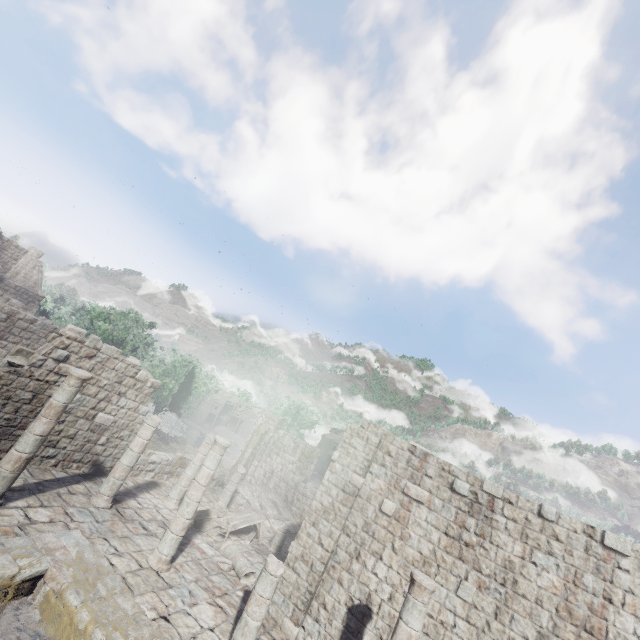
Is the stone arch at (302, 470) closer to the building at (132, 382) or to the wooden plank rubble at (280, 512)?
the building at (132, 382)

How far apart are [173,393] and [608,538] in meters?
29.8 m

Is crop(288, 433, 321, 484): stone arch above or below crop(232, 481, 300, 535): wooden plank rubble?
above

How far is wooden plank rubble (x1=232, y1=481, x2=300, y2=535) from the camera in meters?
18.4 m

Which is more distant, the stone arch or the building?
the stone arch

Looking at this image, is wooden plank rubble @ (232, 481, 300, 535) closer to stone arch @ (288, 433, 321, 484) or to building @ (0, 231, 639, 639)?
building @ (0, 231, 639, 639)

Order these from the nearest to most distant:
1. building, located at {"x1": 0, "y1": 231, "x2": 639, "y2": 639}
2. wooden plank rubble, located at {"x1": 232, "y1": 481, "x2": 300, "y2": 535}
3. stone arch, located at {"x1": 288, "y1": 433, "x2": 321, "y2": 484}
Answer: building, located at {"x1": 0, "y1": 231, "x2": 639, "y2": 639}
wooden plank rubble, located at {"x1": 232, "y1": 481, "x2": 300, "y2": 535}
stone arch, located at {"x1": 288, "y1": 433, "x2": 321, "y2": 484}
